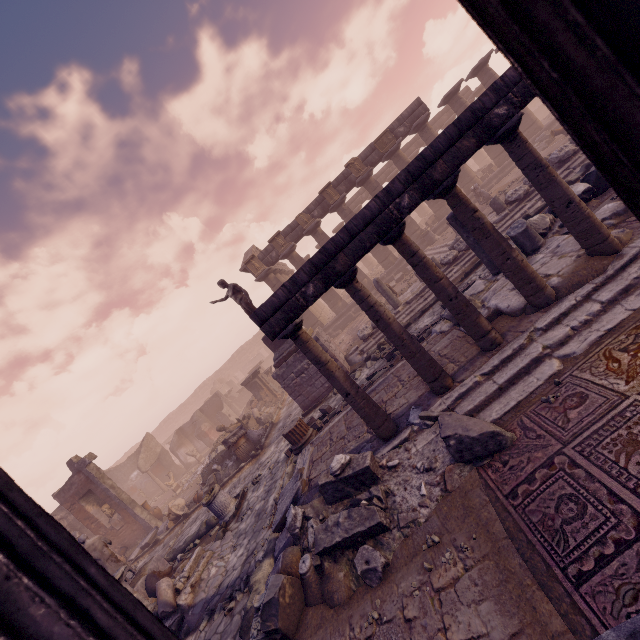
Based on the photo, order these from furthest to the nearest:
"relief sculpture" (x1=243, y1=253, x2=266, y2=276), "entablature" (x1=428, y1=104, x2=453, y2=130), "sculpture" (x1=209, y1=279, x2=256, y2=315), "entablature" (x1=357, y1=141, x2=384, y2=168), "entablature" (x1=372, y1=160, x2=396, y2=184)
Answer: "entablature" (x1=372, y1=160, x2=396, y2=184) < "entablature" (x1=428, y1=104, x2=453, y2=130) < "relief sculpture" (x1=243, y1=253, x2=266, y2=276) < "entablature" (x1=357, y1=141, x2=384, y2=168) < "sculpture" (x1=209, y1=279, x2=256, y2=315)

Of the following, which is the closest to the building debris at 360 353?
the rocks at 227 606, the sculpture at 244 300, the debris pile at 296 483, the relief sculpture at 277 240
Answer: the sculpture at 244 300

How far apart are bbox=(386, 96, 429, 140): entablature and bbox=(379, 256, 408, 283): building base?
5.29m

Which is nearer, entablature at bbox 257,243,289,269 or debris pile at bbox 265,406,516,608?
debris pile at bbox 265,406,516,608

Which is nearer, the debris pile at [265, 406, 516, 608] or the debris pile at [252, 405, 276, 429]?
the debris pile at [265, 406, 516, 608]

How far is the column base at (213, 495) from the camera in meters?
9.5 m

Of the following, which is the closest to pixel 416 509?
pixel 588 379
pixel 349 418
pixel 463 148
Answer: pixel 588 379

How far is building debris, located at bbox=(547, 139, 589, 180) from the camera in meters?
11.1
